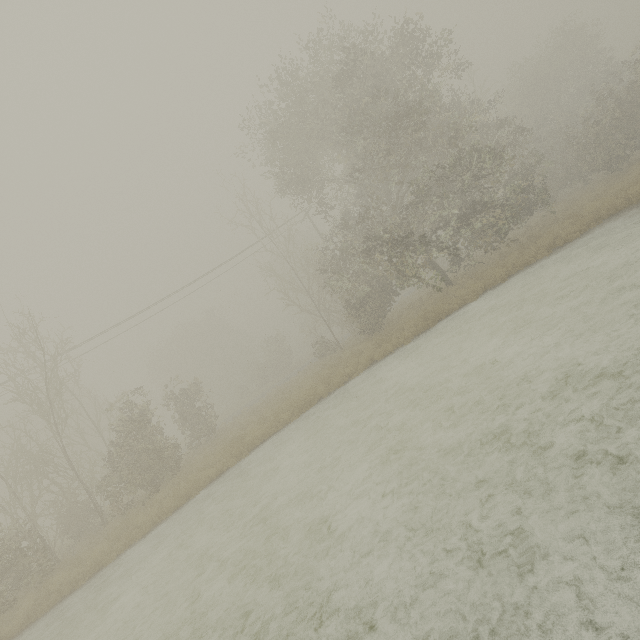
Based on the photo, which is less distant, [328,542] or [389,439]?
[328,542]
